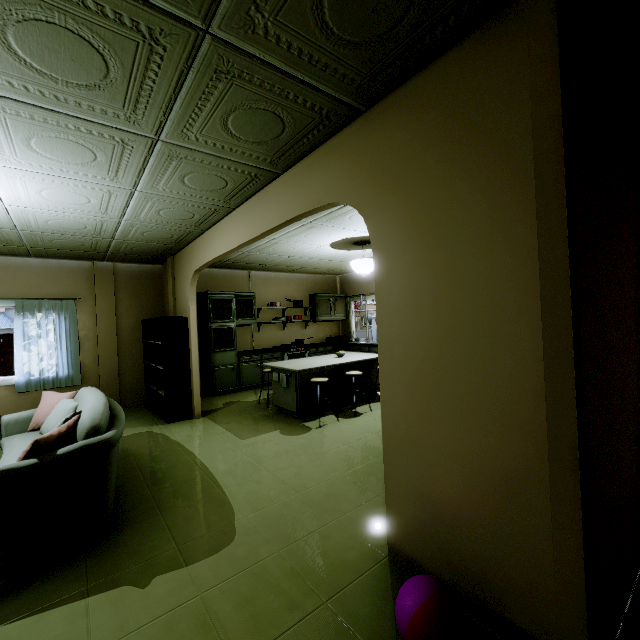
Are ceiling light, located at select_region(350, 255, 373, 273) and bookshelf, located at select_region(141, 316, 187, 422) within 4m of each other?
yes

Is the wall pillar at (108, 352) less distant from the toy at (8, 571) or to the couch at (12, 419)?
the couch at (12, 419)

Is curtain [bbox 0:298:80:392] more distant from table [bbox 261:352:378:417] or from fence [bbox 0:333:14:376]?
fence [bbox 0:333:14:376]

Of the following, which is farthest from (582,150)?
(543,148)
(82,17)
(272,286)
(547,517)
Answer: (272,286)

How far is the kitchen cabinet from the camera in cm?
681

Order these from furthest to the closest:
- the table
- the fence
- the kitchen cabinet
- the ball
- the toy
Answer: the fence
the kitchen cabinet
the table
the toy
the ball

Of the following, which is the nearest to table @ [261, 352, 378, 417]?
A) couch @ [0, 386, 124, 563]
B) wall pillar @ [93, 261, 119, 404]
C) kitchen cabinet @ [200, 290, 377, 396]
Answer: kitchen cabinet @ [200, 290, 377, 396]

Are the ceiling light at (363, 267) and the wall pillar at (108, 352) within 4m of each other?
no
